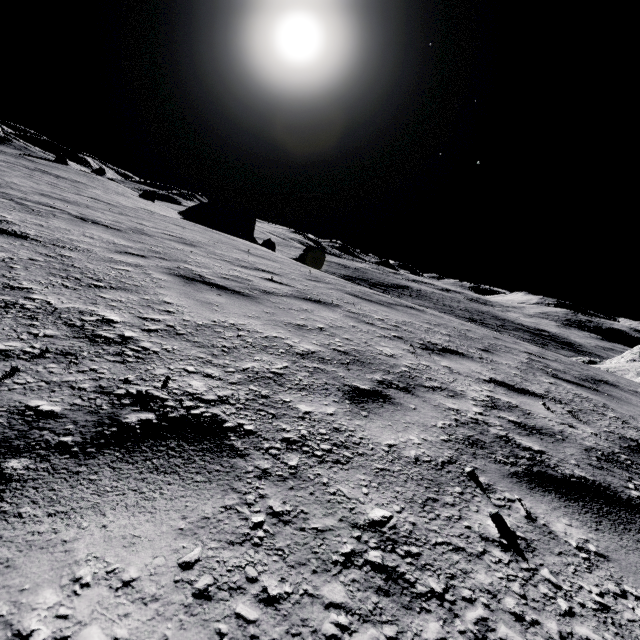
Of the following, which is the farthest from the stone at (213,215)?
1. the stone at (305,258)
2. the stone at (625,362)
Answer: the stone at (625,362)

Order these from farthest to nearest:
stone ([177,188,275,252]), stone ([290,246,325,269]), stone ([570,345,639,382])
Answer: stone ([177,188,275,252]), stone ([290,246,325,269]), stone ([570,345,639,382])

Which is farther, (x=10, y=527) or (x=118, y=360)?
(x=118, y=360)

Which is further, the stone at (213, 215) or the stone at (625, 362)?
the stone at (213, 215)

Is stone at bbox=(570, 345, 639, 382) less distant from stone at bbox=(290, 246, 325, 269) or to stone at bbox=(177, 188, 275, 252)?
stone at bbox=(290, 246, 325, 269)

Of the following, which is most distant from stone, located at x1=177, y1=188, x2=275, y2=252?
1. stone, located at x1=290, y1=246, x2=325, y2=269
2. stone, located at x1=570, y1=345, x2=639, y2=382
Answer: stone, located at x1=570, y1=345, x2=639, y2=382

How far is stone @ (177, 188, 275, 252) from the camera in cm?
3447
